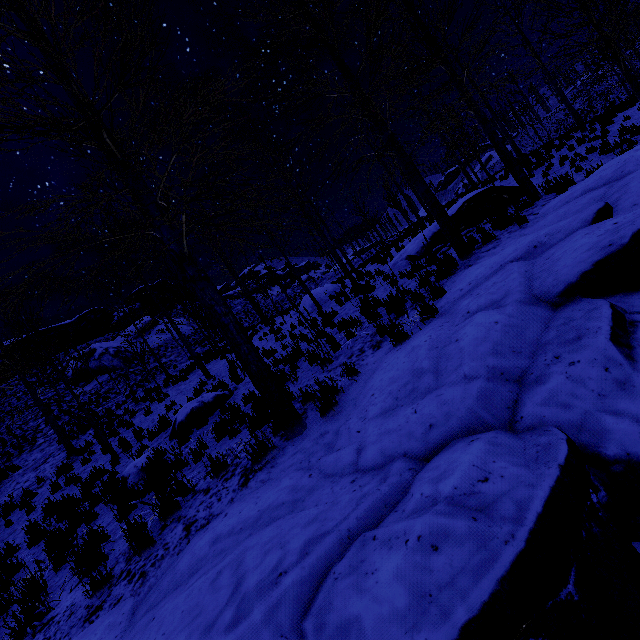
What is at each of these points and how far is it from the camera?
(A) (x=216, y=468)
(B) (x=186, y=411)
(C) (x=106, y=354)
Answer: (A) instancedfoliageactor, 4.6m
(B) rock, 8.7m
(C) rock, 27.5m

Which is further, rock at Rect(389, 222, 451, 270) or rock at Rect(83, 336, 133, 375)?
rock at Rect(83, 336, 133, 375)

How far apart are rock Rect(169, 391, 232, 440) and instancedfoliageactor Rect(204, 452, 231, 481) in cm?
425

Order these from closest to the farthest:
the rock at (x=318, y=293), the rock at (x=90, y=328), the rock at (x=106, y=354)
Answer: the rock at (x=318, y=293) < the rock at (x=106, y=354) < the rock at (x=90, y=328)

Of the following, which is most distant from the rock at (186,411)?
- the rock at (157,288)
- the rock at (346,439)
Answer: the rock at (157,288)

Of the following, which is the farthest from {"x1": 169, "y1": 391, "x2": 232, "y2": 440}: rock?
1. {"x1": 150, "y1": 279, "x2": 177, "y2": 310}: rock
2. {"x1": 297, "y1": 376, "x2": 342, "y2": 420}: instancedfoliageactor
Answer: {"x1": 150, "y1": 279, "x2": 177, "y2": 310}: rock

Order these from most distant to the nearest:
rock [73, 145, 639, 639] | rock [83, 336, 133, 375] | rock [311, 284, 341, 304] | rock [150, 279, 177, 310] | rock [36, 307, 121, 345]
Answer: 1. rock [150, 279, 177, 310]
2. rock [36, 307, 121, 345]
3. rock [83, 336, 133, 375]
4. rock [311, 284, 341, 304]
5. rock [73, 145, 639, 639]

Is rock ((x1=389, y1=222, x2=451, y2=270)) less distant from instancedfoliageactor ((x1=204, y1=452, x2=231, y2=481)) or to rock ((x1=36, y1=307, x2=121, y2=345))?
instancedfoliageactor ((x1=204, y1=452, x2=231, y2=481))
